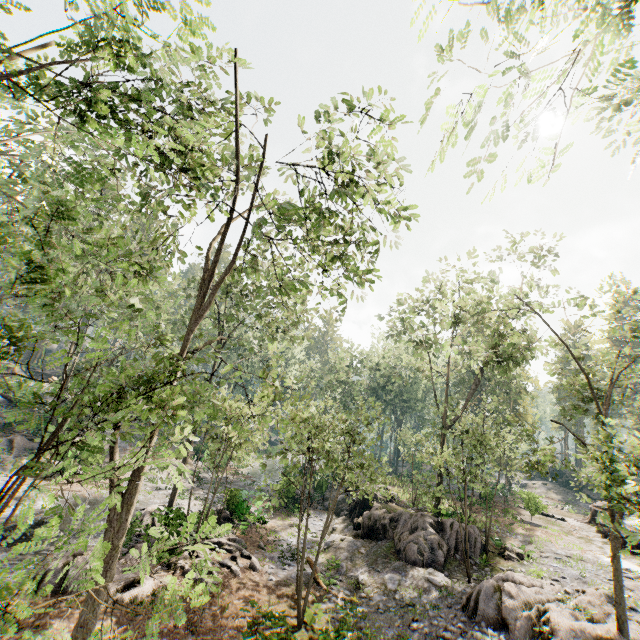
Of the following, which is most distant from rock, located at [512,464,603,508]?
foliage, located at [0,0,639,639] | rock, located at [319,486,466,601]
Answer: rock, located at [319,486,466,601]

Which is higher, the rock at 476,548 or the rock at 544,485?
the rock at 544,485

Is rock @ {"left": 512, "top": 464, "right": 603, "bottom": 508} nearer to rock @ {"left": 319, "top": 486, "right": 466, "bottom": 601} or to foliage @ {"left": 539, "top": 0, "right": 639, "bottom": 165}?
foliage @ {"left": 539, "top": 0, "right": 639, "bottom": 165}

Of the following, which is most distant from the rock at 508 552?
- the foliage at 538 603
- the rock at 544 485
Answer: the rock at 544 485

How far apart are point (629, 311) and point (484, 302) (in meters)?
7.55
